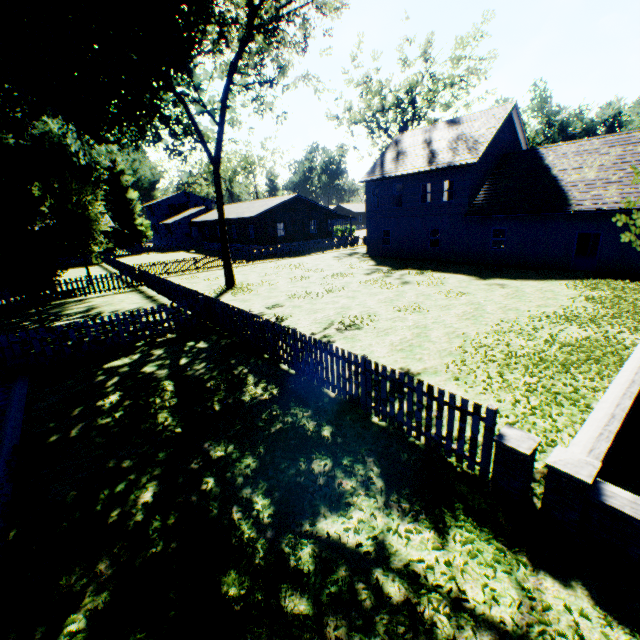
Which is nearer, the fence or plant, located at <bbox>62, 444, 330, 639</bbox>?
plant, located at <bbox>62, 444, 330, 639</bbox>

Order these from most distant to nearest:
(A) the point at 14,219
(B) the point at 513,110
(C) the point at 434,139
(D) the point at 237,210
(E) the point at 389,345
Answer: (D) the point at 237,210, (C) the point at 434,139, (B) the point at 513,110, (A) the point at 14,219, (E) the point at 389,345

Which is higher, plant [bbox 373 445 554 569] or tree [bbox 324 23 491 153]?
tree [bbox 324 23 491 153]

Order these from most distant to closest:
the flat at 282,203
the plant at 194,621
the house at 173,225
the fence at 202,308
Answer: the house at 173,225
the flat at 282,203
the fence at 202,308
the plant at 194,621

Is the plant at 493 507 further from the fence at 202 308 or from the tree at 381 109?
the tree at 381 109

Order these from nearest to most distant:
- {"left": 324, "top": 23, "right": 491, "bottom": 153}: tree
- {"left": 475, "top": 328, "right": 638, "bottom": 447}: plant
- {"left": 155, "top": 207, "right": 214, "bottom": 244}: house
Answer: {"left": 475, "top": 328, "right": 638, "bottom": 447}: plant, {"left": 324, "top": 23, "right": 491, "bottom": 153}: tree, {"left": 155, "top": 207, "right": 214, "bottom": 244}: house

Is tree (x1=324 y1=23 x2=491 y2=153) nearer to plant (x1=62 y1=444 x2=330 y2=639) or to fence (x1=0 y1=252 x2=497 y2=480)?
fence (x1=0 y1=252 x2=497 y2=480)

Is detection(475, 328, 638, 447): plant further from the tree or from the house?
the house
